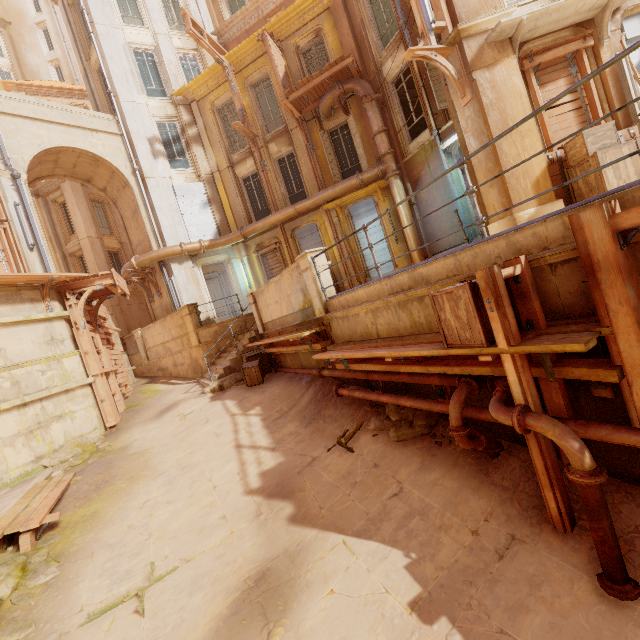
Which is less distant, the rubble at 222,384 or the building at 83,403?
the building at 83,403

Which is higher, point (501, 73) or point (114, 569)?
point (501, 73)

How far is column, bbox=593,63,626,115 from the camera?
7.1m

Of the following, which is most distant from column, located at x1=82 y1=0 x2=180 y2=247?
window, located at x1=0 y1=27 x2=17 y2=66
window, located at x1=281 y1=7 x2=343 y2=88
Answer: window, located at x1=0 y1=27 x2=17 y2=66

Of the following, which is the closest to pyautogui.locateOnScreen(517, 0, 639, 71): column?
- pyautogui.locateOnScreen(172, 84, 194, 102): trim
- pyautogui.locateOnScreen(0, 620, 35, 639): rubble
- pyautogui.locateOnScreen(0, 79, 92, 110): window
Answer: pyautogui.locateOnScreen(0, 620, 35, 639): rubble

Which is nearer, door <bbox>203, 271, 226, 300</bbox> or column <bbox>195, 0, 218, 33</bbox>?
column <bbox>195, 0, 218, 33</bbox>

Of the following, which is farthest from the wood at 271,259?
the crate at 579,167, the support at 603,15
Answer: the support at 603,15
